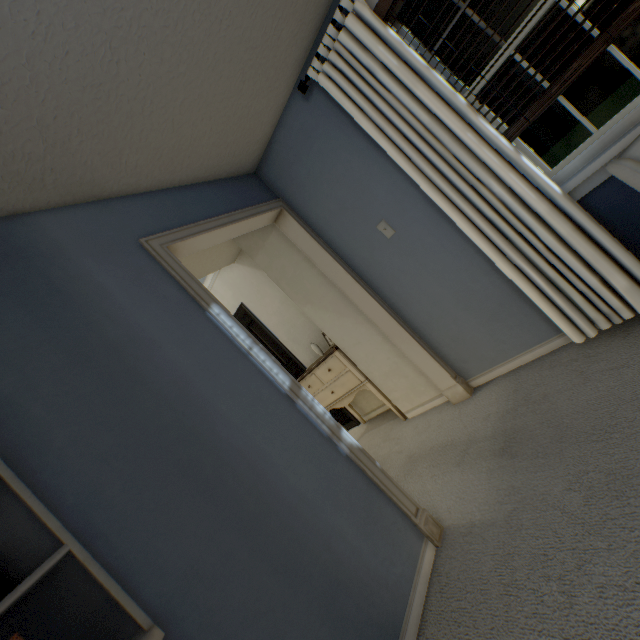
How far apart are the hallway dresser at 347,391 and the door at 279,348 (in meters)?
0.08

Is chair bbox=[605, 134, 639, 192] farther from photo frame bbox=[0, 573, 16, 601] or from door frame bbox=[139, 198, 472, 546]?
photo frame bbox=[0, 573, 16, 601]

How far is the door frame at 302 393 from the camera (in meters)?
1.65

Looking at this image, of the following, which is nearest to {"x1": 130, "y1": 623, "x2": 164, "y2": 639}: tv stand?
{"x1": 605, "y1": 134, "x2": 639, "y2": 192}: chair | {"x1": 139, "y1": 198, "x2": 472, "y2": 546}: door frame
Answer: {"x1": 139, "y1": 198, "x2": 472, "y2": 546}: door frame

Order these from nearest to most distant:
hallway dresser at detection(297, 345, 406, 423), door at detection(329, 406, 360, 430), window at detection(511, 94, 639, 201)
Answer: window at detection(511, 94, 639, 201), hallway dresser at detection(297, 345, 406, 423), door at detection(329, 406, 360, 430)

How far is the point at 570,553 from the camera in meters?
1.1 m

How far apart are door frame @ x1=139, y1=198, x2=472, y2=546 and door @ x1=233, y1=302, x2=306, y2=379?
1.6m

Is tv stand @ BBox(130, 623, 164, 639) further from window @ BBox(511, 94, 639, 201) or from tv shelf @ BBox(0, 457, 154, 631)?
window @ BBox(511, 94, 639, 201)
